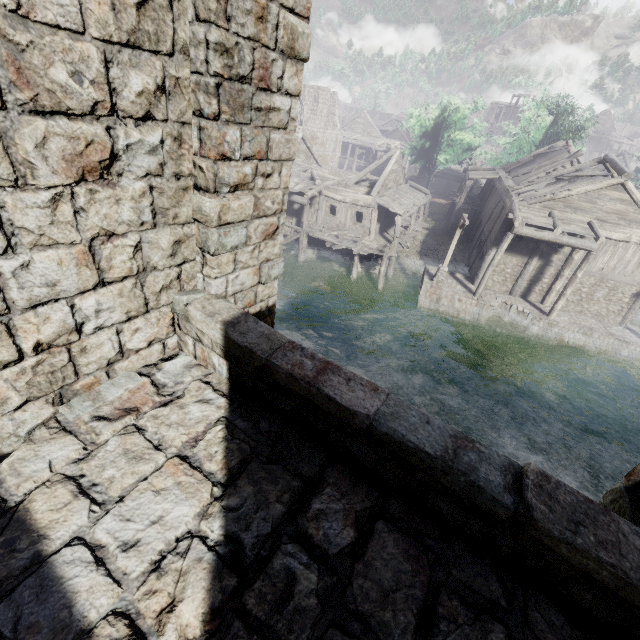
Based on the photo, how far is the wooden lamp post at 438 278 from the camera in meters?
19.9 m

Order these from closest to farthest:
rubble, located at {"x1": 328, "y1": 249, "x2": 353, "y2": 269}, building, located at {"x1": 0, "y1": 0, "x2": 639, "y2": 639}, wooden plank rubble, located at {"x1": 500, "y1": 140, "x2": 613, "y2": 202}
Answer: building, located at {"x1": 0, "y1": 0, "x2": 639, "y2": 639} → wooden plank rubble, located at {"x1": 500, "y1": 140, "x2": 613, "y2": 202} → rubble, located at {"x1": 328, "y1": 249, "x2": 353, "y2": 269}

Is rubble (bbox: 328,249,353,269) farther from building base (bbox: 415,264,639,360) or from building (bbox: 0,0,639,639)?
building base (bbox: 415,264,639,360)

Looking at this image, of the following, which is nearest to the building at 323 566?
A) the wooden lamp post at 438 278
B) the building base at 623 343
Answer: the building base at 623 343

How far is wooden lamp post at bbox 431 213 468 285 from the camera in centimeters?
1992cm

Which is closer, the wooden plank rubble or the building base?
the wooden plank rubble

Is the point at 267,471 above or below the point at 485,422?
above

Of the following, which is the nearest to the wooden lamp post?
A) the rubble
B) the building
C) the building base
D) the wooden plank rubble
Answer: the building base
